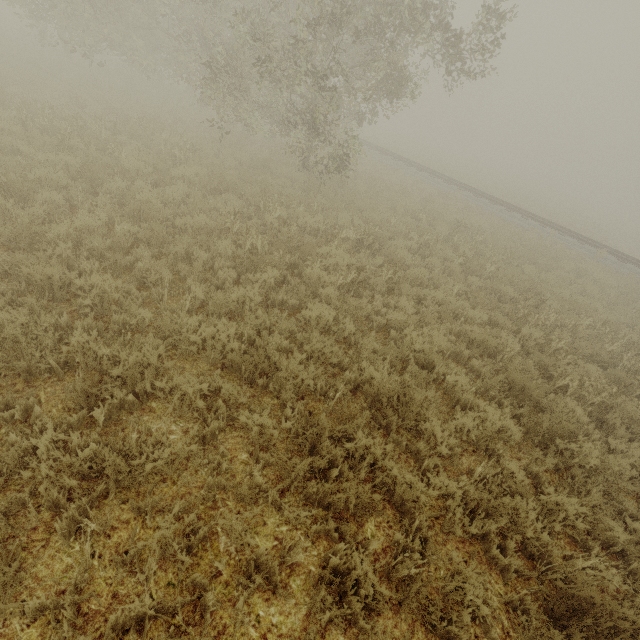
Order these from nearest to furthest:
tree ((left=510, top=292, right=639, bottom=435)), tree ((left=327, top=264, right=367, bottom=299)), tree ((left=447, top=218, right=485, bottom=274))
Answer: tree ((left=510, top=292, right=639, bottom=435))
tree ((left=327, top=264, right=367, bottom=299))
tree ((left=447, top=218, right=485, bottom=274))

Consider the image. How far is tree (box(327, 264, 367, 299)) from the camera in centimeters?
669cm

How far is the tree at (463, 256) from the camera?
10.07m

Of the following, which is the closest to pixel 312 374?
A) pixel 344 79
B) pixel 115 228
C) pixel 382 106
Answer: pixel 115 228

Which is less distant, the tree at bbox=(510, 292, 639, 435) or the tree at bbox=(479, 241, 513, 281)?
the tree at bbox=(510, 292, 639, 435)

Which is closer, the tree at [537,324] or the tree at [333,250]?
the tree at [537,324]
